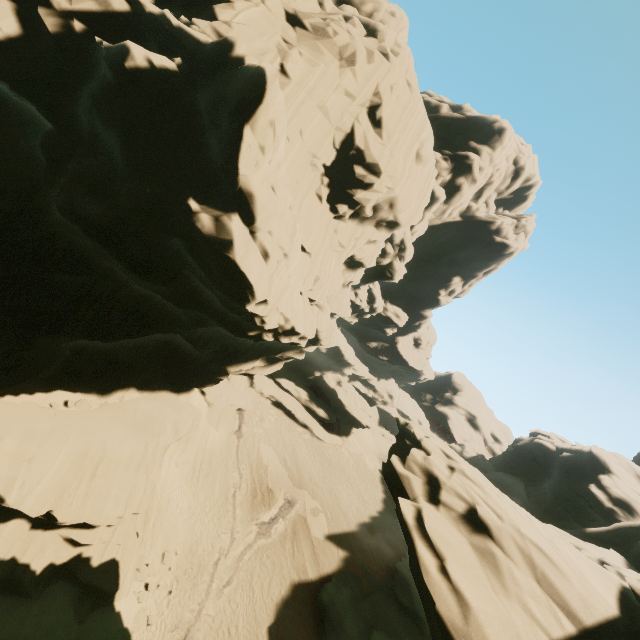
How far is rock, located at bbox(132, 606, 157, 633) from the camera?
16.5m

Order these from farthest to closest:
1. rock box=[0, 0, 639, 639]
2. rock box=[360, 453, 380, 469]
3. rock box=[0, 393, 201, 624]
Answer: rock box=[360, 453, 380, 469] < rock box=[0, 393, 201, 624] < rock box=[0, 0, 639, 639]

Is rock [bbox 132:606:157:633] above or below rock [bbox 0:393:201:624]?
below

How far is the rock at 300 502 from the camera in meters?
28.3 m

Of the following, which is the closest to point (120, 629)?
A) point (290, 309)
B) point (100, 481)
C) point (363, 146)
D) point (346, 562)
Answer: point (100, 481)

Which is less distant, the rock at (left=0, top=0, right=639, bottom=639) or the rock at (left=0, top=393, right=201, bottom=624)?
the rock at (left=0, top=0, right=639, bottom=639)
